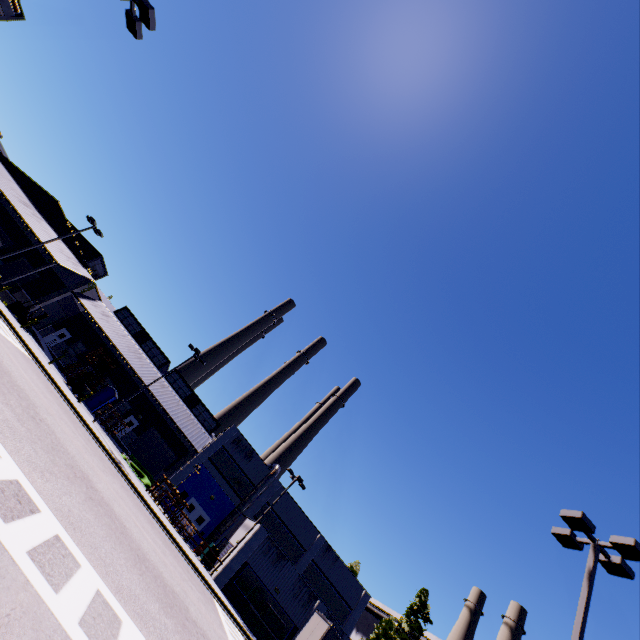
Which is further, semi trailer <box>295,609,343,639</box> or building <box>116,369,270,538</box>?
building <box>116,369,270,538</box>

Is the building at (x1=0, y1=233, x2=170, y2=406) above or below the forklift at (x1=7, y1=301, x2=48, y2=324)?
above

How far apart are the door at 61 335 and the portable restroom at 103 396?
10.3m

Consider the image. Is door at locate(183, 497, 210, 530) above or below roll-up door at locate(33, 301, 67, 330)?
below

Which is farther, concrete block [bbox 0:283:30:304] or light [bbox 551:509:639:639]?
concrete block [bbox 0:283:30:304]

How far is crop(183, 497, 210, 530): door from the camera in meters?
32.8 m

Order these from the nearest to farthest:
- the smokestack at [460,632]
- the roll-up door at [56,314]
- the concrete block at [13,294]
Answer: the concrete block at [13,294], the roll-up door at [56,314], the smokestack at [460,632]

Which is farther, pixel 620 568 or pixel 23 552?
pixel 620 568
